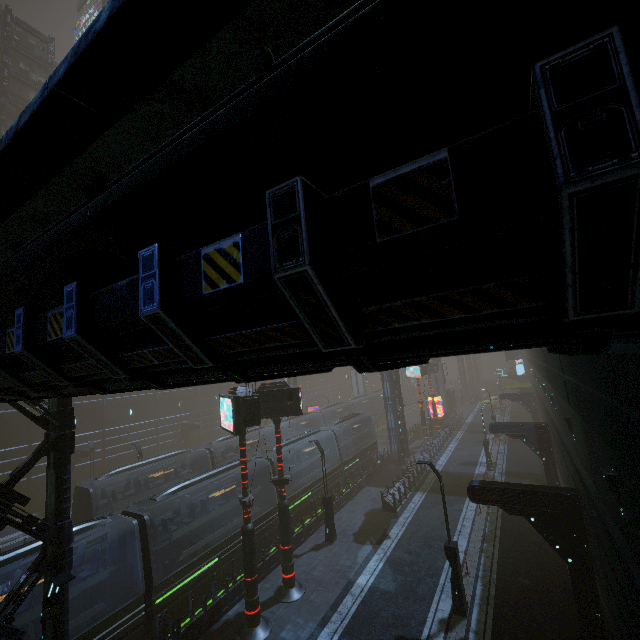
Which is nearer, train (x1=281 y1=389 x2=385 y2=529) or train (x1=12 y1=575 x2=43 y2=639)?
train (x1=12 y1=575 x2=43 y2=639)

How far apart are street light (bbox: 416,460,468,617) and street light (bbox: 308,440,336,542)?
Result: 7.10m

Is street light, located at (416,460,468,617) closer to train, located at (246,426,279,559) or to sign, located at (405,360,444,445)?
train, located at (246,426,279,559)

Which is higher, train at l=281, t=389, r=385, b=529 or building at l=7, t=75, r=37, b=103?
building at l=7, t=75, r=37, b=103

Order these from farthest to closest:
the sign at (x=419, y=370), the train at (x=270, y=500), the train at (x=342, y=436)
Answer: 1. the sign at (x=419, y=370)
2. the train at (x=342, y=436)
3. the train at (x=270, y=500)

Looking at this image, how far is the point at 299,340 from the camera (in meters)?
2.26

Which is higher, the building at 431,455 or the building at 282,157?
the building at 282,157

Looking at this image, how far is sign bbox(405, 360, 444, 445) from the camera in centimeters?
3788cm
